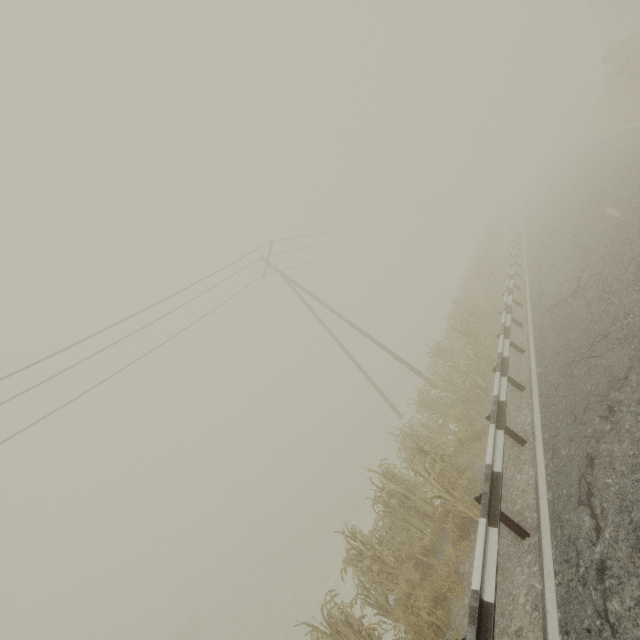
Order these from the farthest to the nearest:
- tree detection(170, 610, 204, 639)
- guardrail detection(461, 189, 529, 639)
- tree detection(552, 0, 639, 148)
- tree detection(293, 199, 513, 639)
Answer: tree detection(170, 610, 204, 639) < tree detection(552, 0, 639, 148) < tree detection(293, 199, 513, 639) < guardrail detection(461, 189, 529, 639)

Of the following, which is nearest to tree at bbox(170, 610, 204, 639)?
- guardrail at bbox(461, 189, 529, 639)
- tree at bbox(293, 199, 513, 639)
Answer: tree at bbox(293, 199, 513, 639)

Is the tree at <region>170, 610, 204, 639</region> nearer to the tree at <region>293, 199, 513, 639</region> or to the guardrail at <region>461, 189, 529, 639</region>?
the tree at <region>293, 199, 513, 639</region>

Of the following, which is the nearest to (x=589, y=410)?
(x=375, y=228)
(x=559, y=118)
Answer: (x=375, y=228)

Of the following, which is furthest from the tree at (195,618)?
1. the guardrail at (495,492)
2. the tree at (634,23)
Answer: the tree at (634,23)

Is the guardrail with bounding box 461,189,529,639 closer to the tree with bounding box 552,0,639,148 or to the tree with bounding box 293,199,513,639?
the tree with bounding box 293,199,513,639

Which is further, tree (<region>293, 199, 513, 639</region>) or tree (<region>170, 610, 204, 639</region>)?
tree (<region>170, 610, 204, 639</region>)

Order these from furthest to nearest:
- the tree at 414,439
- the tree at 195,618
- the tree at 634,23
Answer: the tree at 195,618, the tree at 634,23, the tree at 414,439
